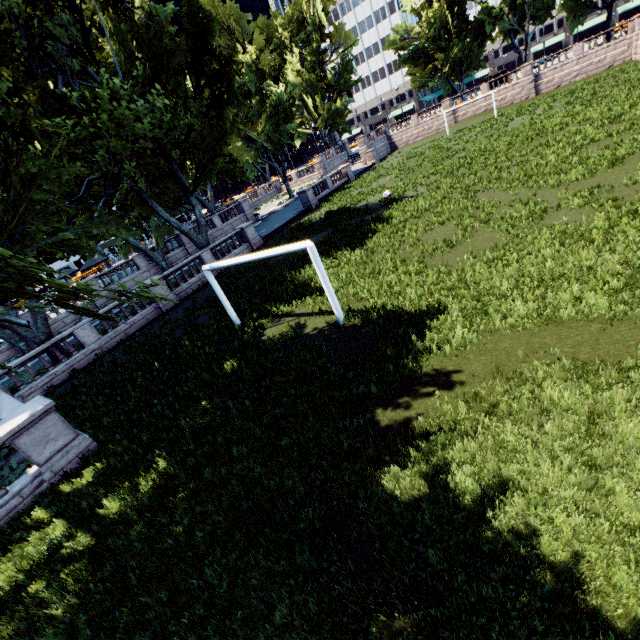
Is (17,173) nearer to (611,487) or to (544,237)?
(611,487)

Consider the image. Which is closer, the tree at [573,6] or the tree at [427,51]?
the tree at [573,6]

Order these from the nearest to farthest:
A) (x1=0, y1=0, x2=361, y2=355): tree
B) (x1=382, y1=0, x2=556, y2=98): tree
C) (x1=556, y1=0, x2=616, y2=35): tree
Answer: (x1=0, y1=0, x2=361, y2=355): tree → (x1=556, y1=0, x2=616, y2=35): tree → (x1=382, y1=0, x2=556, y2=98): tree

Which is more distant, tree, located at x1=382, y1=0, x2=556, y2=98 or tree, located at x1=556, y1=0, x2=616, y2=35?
tree, located at x1=382, y1=0, x2=556, y2=98
